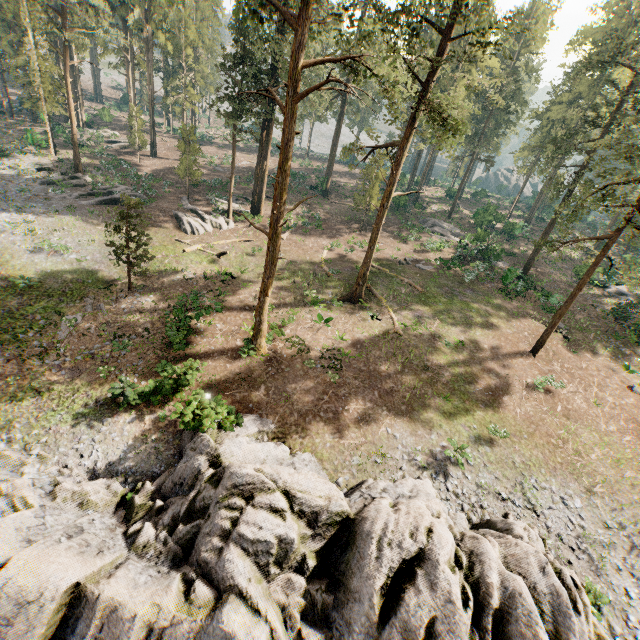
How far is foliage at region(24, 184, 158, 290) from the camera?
19.34m

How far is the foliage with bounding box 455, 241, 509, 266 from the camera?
33.8m

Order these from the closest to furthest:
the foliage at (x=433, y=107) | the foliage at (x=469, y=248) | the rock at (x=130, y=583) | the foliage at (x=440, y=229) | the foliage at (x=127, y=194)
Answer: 1. the rock at (x=130, y=583)
2. the foliage at (x=433, y=107)
3. the foliage at (x=127, y=194)
4. the foliage at (x=469, y=248)
5. the foliage at (x=440, y=229)

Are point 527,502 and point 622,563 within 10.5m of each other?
yes

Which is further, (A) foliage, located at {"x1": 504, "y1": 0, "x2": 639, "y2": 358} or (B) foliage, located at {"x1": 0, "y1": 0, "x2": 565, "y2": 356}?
(A) foliage, located at {"x1": 504, "y1": 0, "x2": 639, "y2": 358}

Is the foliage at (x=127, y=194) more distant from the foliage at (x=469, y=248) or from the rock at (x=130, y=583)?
the rock at (x=130, y=583)
